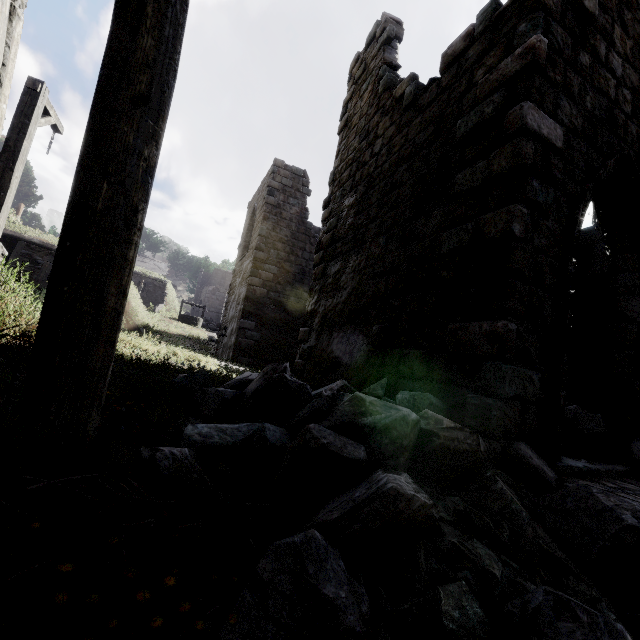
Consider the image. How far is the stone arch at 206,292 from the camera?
45.5m

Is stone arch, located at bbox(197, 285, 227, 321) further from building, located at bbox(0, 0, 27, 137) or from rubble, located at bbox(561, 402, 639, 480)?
rubble, located at bbox(561, 402, 639, 480)

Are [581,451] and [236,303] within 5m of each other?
no

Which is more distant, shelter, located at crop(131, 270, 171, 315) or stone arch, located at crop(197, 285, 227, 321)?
stone arch, located at crop(197, 285, 227, 321)

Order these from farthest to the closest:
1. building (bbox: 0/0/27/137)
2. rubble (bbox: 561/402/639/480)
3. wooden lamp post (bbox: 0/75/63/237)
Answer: wooden lamp post (bbox: 0/75/63/237) < building (bbox: 0/0/27/137) < rubble (bbox: 561/402/639/480)

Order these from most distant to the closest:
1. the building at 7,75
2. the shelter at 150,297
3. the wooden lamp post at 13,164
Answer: the shelter at 150,297, the wooden lamp post at 13,164, the building at 7,75

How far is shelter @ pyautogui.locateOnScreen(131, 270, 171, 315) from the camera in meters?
28.2

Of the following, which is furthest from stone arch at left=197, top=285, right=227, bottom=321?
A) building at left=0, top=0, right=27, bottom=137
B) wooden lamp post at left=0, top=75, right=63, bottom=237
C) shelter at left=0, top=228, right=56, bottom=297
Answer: wooden lamp post at left=0, top=75, right=63, bottom=237
